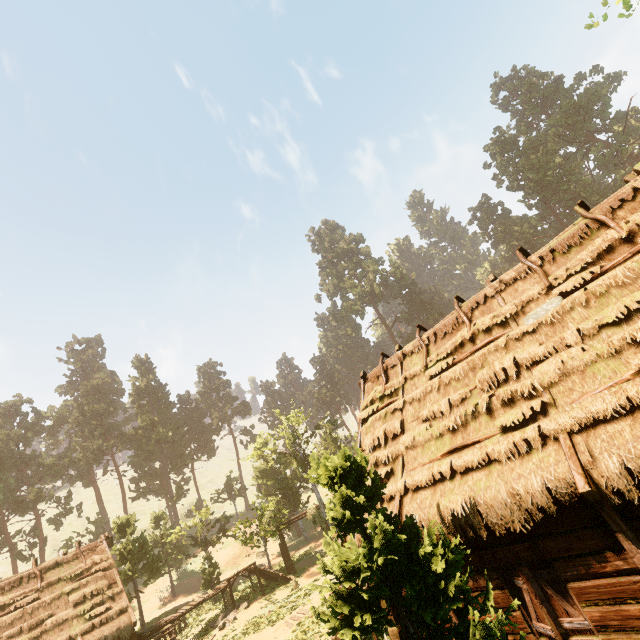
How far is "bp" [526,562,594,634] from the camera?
5.6m

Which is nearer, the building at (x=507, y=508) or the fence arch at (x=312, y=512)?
the building at (x=507, y=508)

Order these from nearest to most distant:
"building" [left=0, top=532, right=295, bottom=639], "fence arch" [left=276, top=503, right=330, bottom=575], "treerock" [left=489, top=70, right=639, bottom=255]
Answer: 1. "building" [left=0, top=532, right=295, bottom=639]
2. "fence arch" [left=276, top=503, right=330, bottom=575]
3. "treerock" [left=489, top=70, right=639, bottom=255]

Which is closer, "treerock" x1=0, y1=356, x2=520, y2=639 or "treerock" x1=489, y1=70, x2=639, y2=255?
"treerock" x1=0, y1=356, x2=520, y2=639

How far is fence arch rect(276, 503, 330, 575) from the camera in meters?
25.2 m

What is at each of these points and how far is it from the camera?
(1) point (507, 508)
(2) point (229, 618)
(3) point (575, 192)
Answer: (1) building, 5.9m
(2) rock, 19.5m
(3) treerock, 53.6m

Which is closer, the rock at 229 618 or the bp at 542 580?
the bp at 542 580

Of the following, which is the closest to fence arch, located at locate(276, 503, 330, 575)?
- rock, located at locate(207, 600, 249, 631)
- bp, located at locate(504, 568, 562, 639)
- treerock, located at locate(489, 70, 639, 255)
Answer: treerock, located at locate(489, 70, 639, 255)
